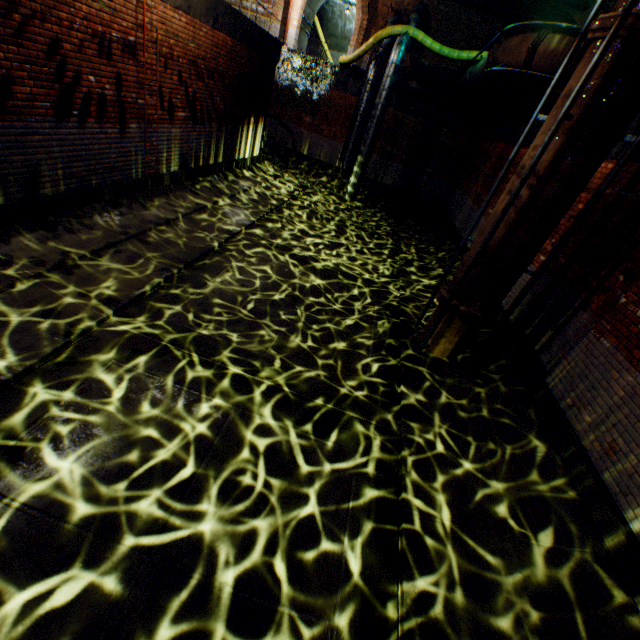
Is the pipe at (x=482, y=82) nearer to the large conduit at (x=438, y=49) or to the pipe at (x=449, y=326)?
the large conduit at (x=438, y=49)

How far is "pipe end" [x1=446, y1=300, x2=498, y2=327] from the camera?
6.05m

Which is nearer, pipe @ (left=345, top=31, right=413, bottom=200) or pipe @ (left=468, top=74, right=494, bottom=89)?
pipe @ (left=468, top=74, right=494, bottom=89)

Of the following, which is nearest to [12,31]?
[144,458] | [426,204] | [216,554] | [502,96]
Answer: [144,458]

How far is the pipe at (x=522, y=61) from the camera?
8.7 meters

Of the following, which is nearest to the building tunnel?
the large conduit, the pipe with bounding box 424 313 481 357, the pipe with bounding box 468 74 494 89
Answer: the large conduit

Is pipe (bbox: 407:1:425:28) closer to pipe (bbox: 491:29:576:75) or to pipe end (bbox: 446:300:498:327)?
pipe (bbox: 491:29:576:75)

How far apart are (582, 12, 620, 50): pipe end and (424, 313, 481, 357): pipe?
4.2m
